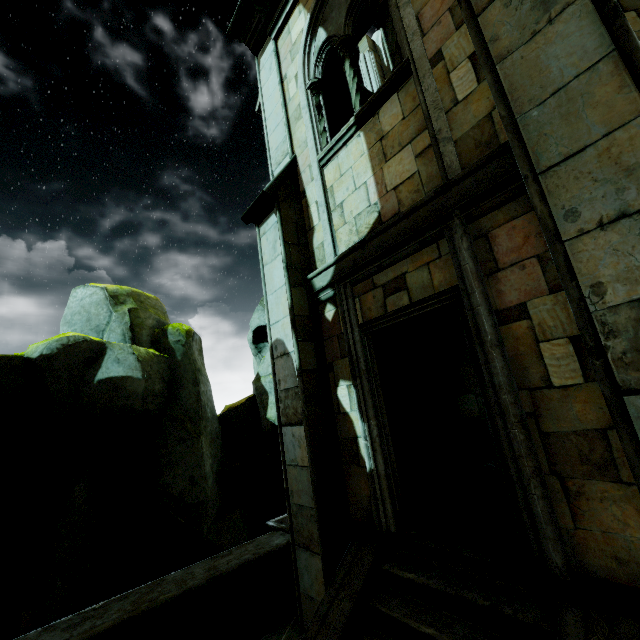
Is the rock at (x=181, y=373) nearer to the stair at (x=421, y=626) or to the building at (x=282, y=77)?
the building at (x=282, y=77)

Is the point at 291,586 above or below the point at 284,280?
below

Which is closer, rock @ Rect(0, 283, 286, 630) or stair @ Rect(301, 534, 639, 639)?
stair @ Rect(301, 534, 639, 639)

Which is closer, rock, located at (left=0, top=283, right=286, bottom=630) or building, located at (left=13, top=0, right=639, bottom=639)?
building, located at (left=13, top=0, right=639, bottom=639)

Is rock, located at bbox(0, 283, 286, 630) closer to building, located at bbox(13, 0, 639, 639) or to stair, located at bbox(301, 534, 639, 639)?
building, located at bbox(13, 0, 639, 639)

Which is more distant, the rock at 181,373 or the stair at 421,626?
the rock at 181,373

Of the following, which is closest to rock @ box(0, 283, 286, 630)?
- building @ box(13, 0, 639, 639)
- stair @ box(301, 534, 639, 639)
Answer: building @ box(13, 0, 639, 639)
